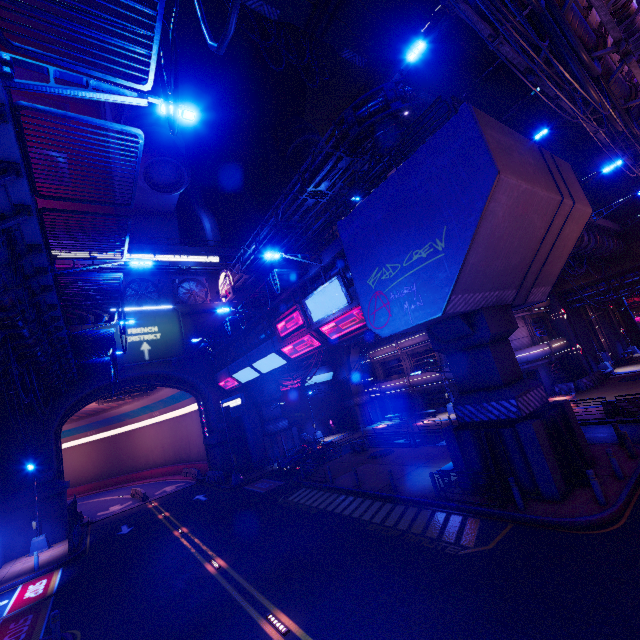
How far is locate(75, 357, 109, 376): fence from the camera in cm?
2463

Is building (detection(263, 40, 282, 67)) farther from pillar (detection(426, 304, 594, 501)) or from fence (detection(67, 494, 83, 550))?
pillar (detection(426, 304, 594, 501))

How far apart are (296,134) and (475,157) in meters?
50.7

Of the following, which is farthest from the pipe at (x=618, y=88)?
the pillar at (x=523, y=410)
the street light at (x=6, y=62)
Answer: the pillar at (x=523, y=410)

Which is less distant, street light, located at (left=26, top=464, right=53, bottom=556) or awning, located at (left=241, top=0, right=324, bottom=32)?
awning, located at (left=241, top=0, right=324, bottom=32)

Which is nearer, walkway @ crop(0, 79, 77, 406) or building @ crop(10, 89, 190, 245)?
walkway @ crop(0, 79, 77, 406)

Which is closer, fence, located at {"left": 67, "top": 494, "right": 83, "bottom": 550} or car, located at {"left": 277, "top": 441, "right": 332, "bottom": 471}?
fence, located at {"left": 67, "top": 494, "right": 83, "bottom": 550}

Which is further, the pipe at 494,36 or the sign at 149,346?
the sign at 149,346
